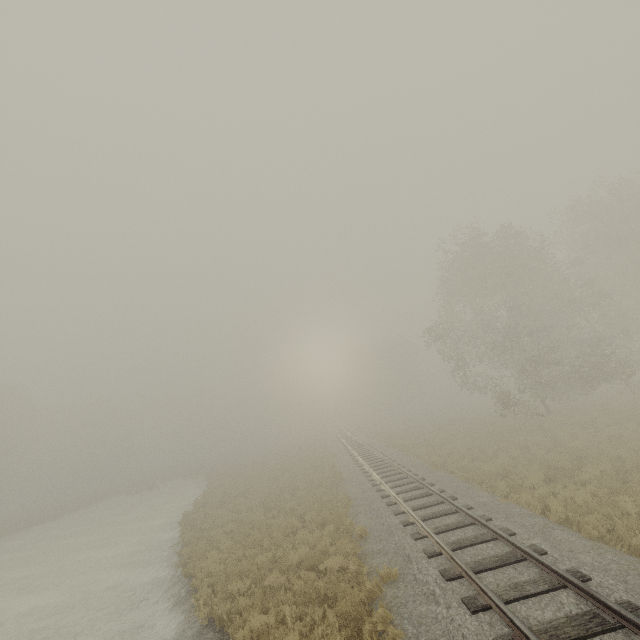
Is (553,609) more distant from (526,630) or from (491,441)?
(491,441)
